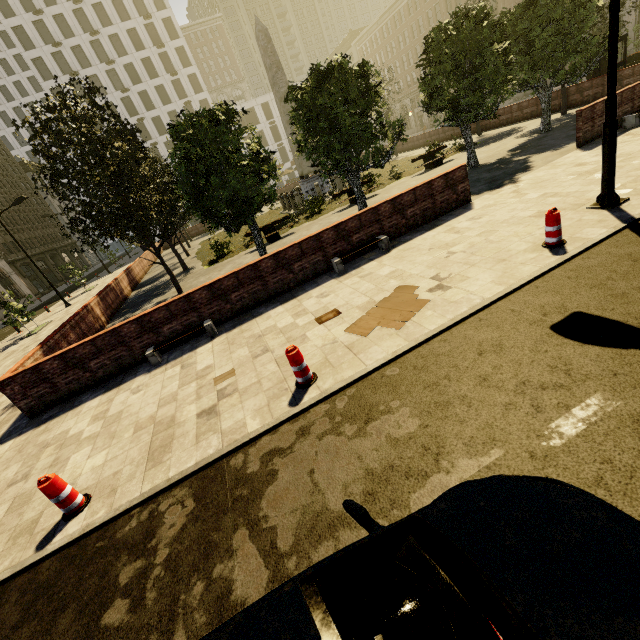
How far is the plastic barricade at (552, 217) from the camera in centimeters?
602cm

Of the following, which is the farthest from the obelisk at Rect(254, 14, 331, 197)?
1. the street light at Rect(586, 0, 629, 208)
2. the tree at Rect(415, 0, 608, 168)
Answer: the street light at Rect(586, 0, 629, 208)

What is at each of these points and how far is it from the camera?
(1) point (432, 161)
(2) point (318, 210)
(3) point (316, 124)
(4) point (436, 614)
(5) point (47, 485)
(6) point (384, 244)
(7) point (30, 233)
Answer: (1) bench, 19.12m
(2) plant, 20.56m
(3) tree, 12.83m
(4) car, 1.57m
(5) plastic barricade, 4.39m
(6) bench, 9.47m
(7) building, 51.94m

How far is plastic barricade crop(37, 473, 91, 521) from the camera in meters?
4.4 m

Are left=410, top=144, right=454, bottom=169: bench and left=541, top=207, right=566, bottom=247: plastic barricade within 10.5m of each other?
no

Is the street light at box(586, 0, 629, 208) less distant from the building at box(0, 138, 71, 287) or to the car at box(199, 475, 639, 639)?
the car at box(199, 475, 639, 639)

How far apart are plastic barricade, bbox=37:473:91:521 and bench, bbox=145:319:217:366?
3.82m

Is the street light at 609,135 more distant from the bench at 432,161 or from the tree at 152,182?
the bench at 432,161
